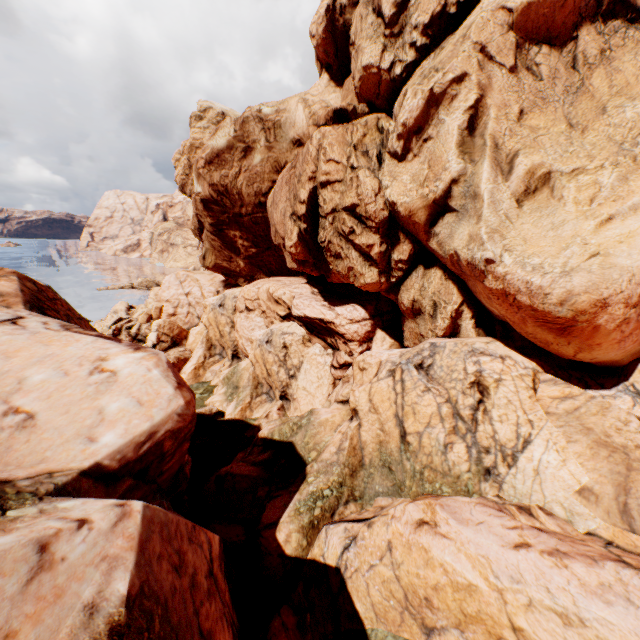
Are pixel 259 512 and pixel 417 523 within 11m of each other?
yes
